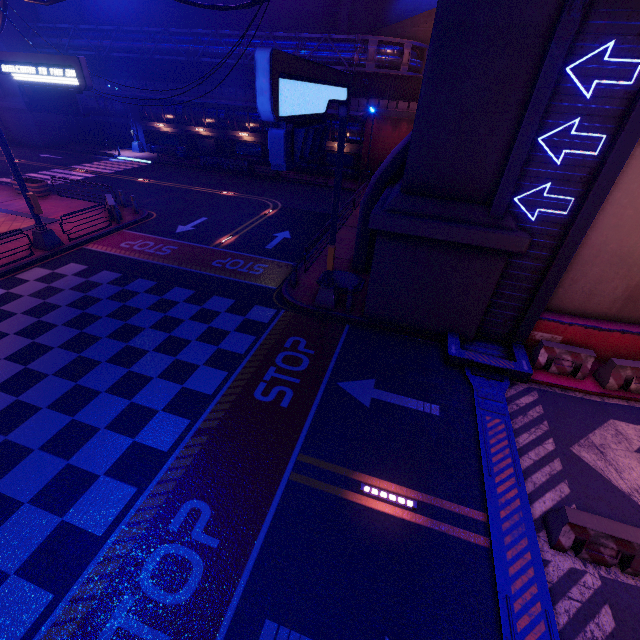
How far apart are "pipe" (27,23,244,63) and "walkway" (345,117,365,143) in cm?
278

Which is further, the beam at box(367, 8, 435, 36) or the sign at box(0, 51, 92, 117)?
the beam at box(367, 8, 435, 36)

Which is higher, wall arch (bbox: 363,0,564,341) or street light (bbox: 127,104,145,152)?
wall arch (bbox: 363,0,564,341)

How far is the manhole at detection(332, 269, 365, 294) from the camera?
13.5 meters

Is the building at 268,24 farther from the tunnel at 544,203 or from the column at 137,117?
the tunnel at 544,203

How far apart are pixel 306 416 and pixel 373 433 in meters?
1.8

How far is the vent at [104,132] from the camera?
36.7 meters

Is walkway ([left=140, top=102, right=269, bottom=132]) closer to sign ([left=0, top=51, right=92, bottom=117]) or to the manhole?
the manhole
